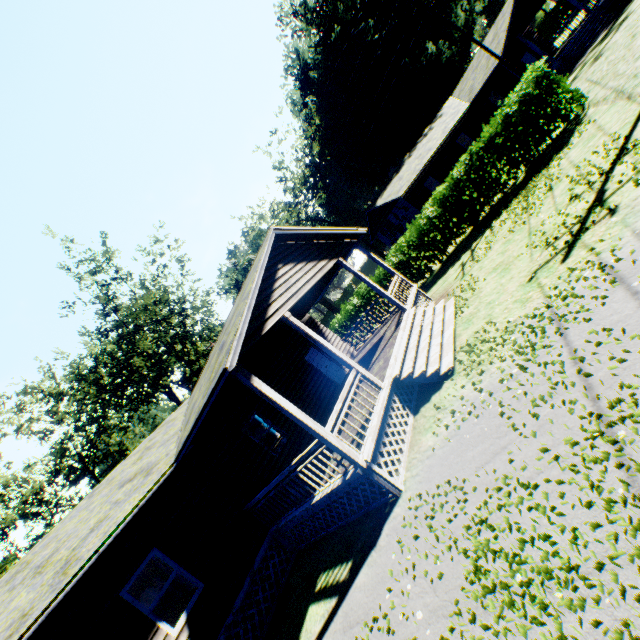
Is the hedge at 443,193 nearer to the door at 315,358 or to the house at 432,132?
the door at 315,358

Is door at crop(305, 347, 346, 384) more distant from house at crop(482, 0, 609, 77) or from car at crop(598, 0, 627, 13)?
car at crop(598, 0, 627, 13)

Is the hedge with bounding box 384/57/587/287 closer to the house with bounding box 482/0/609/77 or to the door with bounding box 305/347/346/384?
the door with bounding box 305/347/346/384

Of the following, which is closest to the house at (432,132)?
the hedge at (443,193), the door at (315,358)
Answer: the hedge at (443,193)

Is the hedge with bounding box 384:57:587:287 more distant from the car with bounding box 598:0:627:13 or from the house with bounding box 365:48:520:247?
the car with bounding box 598:0:627:13

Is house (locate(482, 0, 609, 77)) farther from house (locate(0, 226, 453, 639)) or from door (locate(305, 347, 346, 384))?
door (locate(305, 347, 346, 384))

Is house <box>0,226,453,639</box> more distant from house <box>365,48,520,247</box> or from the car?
the car

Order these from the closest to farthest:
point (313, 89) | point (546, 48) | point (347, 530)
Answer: point (347, 530), point (546, 48), point (313, 89)
